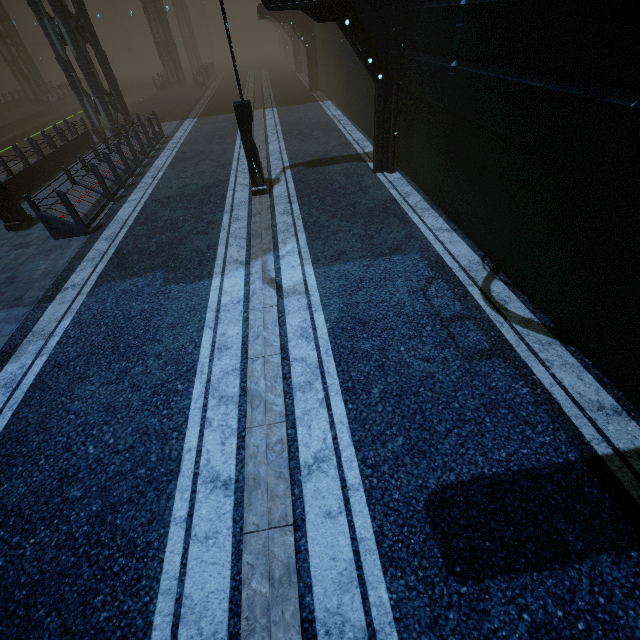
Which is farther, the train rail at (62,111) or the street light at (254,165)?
the train rail at (62,111)

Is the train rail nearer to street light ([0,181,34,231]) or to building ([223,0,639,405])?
building ([223,0,639,405])

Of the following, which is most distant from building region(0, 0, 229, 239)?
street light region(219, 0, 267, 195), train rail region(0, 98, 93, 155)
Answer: street light region(219, 0, 267, 195)

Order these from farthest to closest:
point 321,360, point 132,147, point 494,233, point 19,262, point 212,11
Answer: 1. point 212,11
2. point 132,147
3. point 19,262
4. point 494,233
5. point 321,360

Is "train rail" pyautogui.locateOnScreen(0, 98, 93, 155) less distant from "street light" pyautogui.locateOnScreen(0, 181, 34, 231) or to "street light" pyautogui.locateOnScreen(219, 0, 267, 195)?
"street light" pyautogui.locateOnScreen(0, 181, 34, 231)

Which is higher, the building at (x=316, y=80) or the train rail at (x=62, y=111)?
the building at (x=316, y=80)

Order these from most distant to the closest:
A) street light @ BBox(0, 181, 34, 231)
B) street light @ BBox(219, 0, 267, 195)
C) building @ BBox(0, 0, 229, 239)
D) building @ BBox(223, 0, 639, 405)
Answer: building @ BBox(0, 0, 229, 239) → street light @ BBox(0, 181, 34, 231) → street light @ BBox(219, 0, 267, 195) → building @ BBox(223, 0, 639, 405)

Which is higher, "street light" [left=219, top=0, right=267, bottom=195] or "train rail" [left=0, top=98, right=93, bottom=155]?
"street light" [left=219, top=0, right=267, bottom=195]
